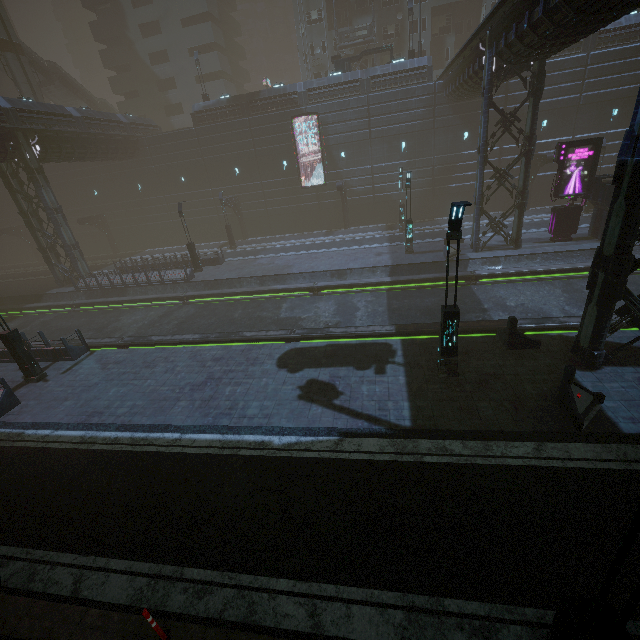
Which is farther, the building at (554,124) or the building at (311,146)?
the building at (311,146)

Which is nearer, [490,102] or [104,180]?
[490,102]

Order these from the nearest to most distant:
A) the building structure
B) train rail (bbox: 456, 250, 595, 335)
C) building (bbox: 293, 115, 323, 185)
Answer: train rail (bbox: 456, 250, 595, 335), building (bbox: 293, 115, 323, 185), the building structure

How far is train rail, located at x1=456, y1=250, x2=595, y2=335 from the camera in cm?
1397

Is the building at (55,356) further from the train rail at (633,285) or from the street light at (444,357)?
the street light at (444,357)

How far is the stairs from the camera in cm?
3741

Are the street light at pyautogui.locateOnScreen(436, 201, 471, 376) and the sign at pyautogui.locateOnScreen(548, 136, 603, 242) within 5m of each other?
no

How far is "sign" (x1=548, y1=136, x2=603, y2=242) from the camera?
19.2 meters
